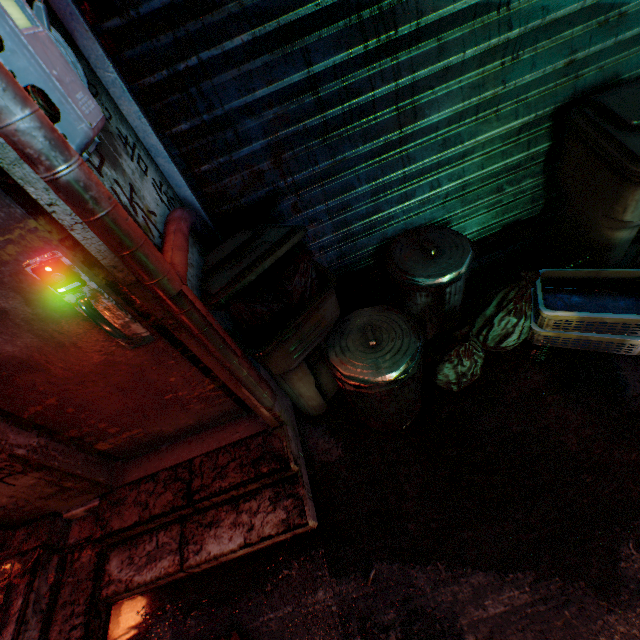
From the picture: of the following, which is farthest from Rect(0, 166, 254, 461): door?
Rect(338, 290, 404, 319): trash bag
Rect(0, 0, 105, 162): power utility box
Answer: Rect(338, 290, 404, 319): trash bag

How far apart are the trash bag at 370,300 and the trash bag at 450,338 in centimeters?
19cm

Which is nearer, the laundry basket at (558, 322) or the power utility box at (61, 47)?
the power utility box at (61, 47)

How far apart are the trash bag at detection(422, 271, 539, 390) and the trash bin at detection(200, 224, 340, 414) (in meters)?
0.52

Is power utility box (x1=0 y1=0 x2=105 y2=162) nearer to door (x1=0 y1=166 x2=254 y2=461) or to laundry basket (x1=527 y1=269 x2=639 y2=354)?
door (x1=0 y1=166 x2=254 y2=461)

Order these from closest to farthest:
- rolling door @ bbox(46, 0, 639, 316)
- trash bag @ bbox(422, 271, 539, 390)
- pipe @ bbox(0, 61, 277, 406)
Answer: pipe @ bbox(0, 61, 277, 406), rolling door @ bbox(46, 0, 639, 316), trash bag @ bbox(422, 271, 539, 390)

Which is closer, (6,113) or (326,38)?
(6,113)

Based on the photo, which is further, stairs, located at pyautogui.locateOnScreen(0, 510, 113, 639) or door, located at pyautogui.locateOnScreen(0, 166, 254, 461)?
stairs, located at pyautogui.locateOnScreen(0, 510, 113, 639)
